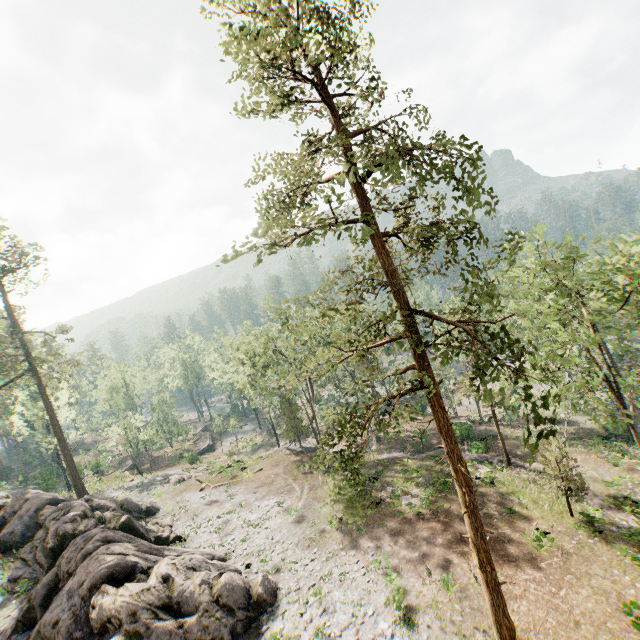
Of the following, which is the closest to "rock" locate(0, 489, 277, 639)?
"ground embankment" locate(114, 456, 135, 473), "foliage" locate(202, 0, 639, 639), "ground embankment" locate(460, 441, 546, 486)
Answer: "foliage" locate(202, 0, 639, 639)

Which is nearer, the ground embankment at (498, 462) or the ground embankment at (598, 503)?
the ground embankment at (598, 503)

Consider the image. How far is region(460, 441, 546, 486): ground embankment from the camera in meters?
25.7

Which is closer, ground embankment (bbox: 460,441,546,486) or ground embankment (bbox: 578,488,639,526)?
ground embankment (bbox: 578,488,639,526)

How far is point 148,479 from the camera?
44.5 meters

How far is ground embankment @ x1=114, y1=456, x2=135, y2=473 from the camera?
53.4 meters

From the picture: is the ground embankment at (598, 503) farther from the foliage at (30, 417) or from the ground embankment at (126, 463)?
the ground embankment at (126, 463)

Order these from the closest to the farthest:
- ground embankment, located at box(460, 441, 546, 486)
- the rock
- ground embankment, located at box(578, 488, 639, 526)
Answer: the rock
ground embankment, located at box(578, 488, 639, 526)
ground embankment, located at box(460, 441, 546, 486)
